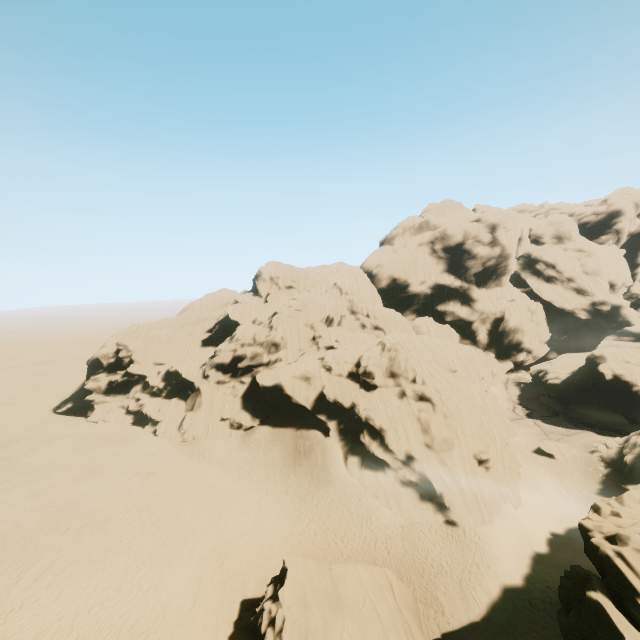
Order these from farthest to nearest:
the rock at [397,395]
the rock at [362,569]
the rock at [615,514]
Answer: the rock at [397,395], the rock at [362,569], the rock at [615,514]

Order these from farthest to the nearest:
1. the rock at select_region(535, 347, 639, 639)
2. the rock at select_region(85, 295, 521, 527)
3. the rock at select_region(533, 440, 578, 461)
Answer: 1. the rock at select_region(533, 440, 578, 461)
2. the rock at select_region(85, 295, 521, 527)
3. the rock at select_region(535, 347, 639, 639)

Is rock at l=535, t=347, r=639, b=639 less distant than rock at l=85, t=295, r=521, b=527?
Yes

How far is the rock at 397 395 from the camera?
30.88m

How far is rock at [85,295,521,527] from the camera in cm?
3088

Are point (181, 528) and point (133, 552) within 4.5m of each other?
yes

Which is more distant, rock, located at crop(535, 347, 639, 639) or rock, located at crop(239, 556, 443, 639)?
rock, located at crop(239, 556, 443, 639)
